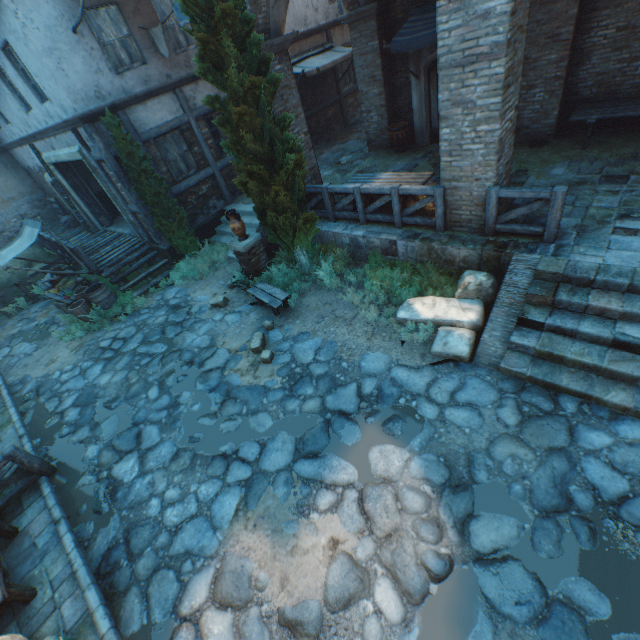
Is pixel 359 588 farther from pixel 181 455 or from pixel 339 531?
pixel 181 455

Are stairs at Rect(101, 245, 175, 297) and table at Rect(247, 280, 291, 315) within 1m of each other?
no

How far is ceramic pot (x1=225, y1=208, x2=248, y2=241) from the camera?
8.0m

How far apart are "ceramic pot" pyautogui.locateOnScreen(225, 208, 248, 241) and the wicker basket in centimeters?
556cm

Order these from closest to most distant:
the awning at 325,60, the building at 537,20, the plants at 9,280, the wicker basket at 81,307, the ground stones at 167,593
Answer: the ground stones at 167,593, the building at 537,20, the wicker basket at 81,307, the awning at 325,60, the plants at 9,280

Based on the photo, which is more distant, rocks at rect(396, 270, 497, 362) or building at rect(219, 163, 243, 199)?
building at rect(219, 163, 243, 199)

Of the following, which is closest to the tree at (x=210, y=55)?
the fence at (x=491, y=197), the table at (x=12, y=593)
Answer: the fence at (x=491, y=197)

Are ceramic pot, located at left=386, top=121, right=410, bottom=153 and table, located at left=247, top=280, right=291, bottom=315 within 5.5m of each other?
no
